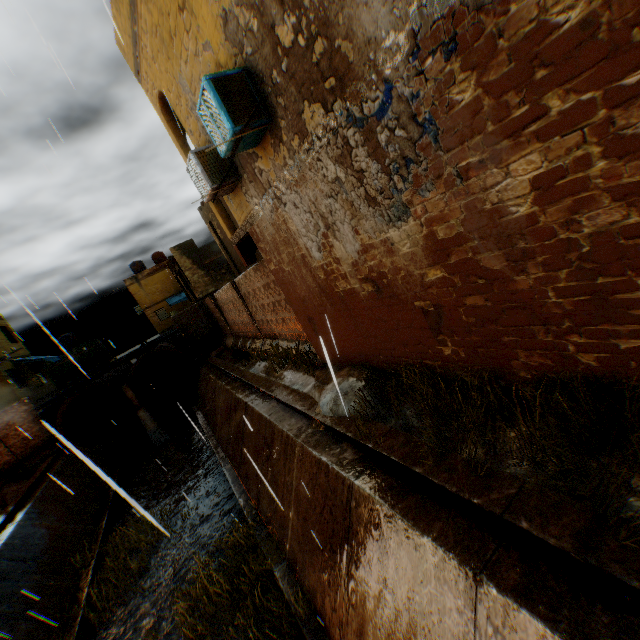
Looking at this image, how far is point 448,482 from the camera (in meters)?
3.88

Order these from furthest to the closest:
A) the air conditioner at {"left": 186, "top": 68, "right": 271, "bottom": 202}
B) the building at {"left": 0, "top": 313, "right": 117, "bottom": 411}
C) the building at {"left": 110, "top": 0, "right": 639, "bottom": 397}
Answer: the building at {"left": 0, "top": 313, "right": 117, "bottom": 411} → the air conditioner at {"left": 186, "top": 68, "right": 271, "bottom": 202} → the building at {"left": 110, "top": 0, "right": 639, "bottom": 397}

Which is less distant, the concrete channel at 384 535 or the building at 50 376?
the concrete channel at 384 535

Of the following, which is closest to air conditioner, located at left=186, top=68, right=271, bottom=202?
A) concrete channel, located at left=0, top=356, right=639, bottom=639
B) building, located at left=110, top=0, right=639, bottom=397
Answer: building, located at left=110, top=0, right=639, bottom=397

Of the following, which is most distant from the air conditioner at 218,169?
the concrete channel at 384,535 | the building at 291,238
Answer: the concrete channel at 384,535

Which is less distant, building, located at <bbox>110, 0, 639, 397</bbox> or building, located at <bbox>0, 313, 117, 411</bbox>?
building, located at <bbox>110, 0, 639, 397</bbox>

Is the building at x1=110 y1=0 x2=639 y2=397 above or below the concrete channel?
above
